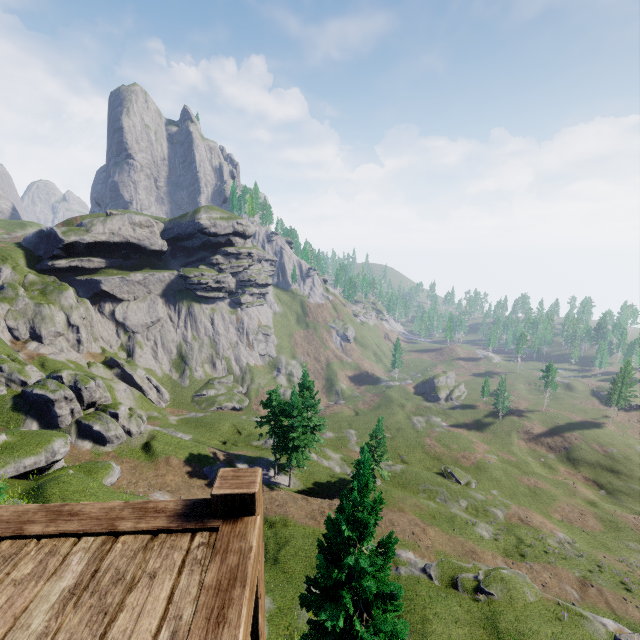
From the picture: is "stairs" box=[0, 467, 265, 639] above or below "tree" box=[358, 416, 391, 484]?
above

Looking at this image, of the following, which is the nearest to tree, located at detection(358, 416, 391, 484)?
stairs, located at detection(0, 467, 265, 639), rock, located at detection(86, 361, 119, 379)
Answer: stairs, located at detection(0, 467, 265, 639)

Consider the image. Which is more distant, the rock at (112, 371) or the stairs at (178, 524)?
the rock at (112, 371)

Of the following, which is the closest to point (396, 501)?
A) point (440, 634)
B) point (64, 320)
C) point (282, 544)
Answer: point (282, 544)

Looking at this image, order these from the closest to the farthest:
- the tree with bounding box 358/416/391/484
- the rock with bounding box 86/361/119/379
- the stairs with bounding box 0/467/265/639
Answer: the stairs with bounding box 0/467/265/639 < the tree with bounding box 358/416/391/484 < the rock with bounding box 86/361/119/379

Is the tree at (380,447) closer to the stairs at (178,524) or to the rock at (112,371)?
the stairs at (178,524)

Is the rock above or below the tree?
above

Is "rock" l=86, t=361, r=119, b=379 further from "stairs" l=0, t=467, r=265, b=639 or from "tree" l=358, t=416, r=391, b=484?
"stairs" l=0, t=467, r=265, b=639
